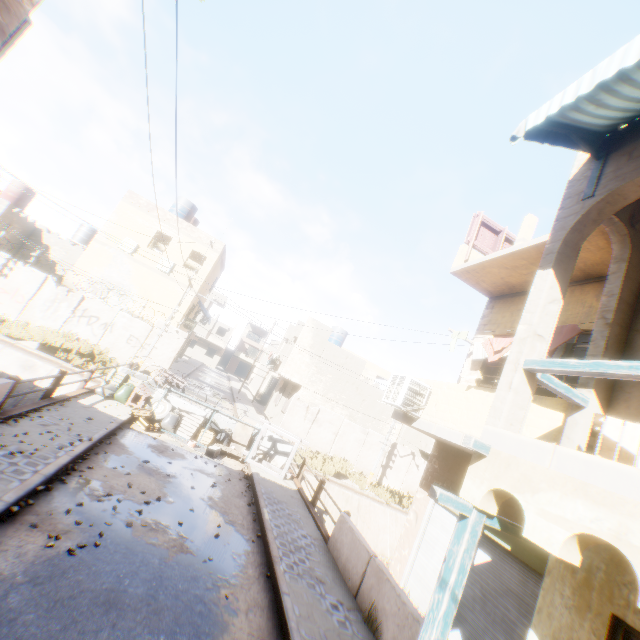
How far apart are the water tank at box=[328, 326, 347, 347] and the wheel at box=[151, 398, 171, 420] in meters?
18.0 m

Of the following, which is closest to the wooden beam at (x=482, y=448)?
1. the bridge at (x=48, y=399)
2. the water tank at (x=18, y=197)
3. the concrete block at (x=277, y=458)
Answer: the concrete block at (x=277, y=458)

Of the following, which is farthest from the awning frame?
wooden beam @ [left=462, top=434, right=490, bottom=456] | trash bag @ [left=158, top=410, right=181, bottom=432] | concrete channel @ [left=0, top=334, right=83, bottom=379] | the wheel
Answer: trash bag @ [left=158, top=410, right=181, bottom=432]

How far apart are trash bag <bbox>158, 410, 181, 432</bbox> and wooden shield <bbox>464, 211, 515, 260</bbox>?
11.8m

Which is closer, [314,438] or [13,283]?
[13,283]

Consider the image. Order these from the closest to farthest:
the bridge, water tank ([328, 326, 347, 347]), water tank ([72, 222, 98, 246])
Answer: the bridge < water tank ([72, 222, 98, 246]) < water tank ([328, 326, 347, 347])

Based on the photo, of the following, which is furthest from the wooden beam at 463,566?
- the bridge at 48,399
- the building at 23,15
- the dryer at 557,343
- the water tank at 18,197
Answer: A: the water tank at 18,197

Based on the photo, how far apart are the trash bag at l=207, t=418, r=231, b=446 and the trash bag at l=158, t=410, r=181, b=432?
0.9m
